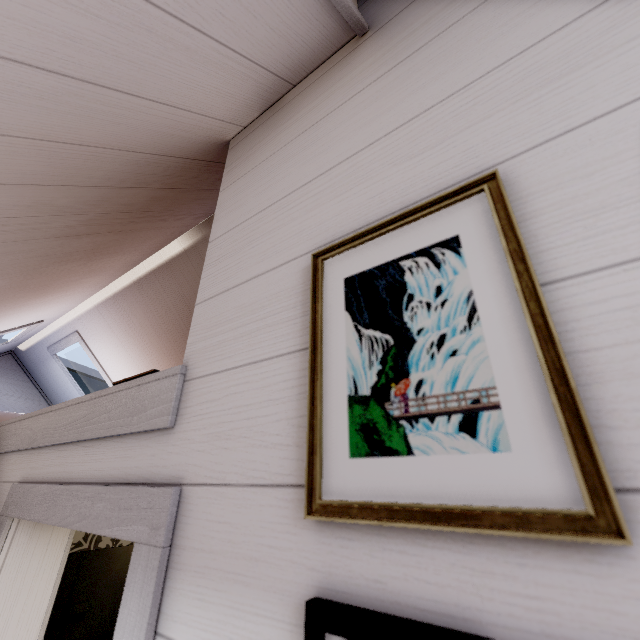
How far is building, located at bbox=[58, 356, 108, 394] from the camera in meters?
4.6

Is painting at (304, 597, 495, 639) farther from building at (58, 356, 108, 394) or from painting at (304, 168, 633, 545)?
building at (58, 356, 108, 394)

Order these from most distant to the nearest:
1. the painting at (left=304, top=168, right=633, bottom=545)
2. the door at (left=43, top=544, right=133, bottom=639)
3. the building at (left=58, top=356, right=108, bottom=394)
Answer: the building at (left=58, top=356, right=108, bottom=394), the door at (left=43, top=544, right=133, bottom=639), the painting at (left=304, top=168, right=633, bottom=545)

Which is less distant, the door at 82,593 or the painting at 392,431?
the painting at 392,431

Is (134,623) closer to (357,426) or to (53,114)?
(357,426)

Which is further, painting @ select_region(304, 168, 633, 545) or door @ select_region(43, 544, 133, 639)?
door @ select_region(43, 544, 133, 639)

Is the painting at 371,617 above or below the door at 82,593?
above

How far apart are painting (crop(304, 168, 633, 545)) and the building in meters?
5.3
